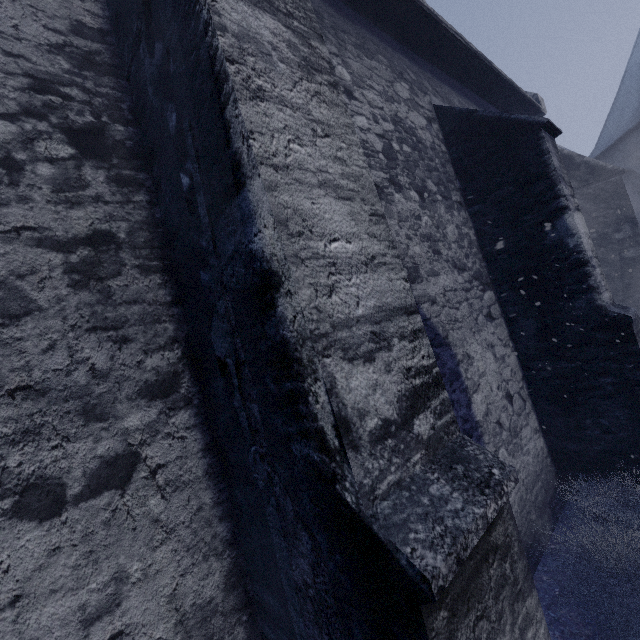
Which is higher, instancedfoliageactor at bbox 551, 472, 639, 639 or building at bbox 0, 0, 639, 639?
building at bbox 0, 0, 639, 639

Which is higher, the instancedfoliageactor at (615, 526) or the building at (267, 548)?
the building at (267, 548)

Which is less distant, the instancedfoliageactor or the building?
the building

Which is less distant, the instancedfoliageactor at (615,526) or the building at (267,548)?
the building at (267,548)

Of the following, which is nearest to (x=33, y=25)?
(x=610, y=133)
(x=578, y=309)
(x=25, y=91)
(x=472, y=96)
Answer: (x=25, y=91)
